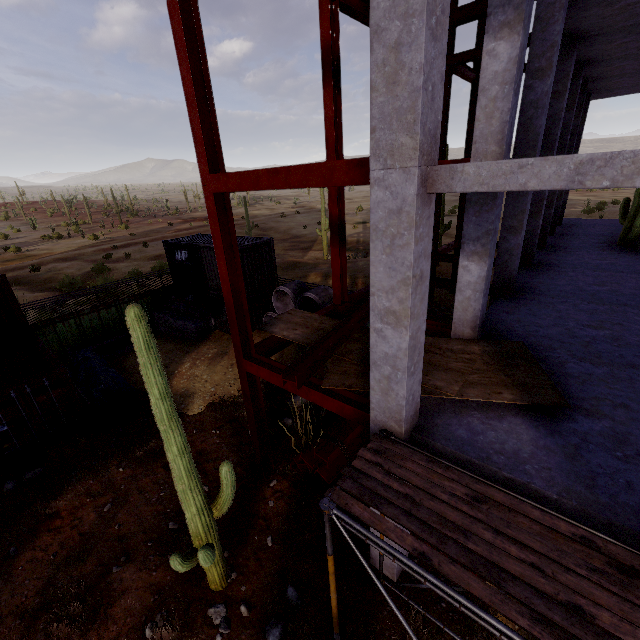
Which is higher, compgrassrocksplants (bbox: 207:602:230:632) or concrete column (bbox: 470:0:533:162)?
concrete column (bbox: 470:0:533:162)

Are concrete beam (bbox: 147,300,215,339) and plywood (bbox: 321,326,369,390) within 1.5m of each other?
no

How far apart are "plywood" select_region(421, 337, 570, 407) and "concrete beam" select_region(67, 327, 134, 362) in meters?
15.8

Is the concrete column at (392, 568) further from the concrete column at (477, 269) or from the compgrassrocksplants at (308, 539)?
the concrete column at (477, 269)

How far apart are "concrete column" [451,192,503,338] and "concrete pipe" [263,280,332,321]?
8.41m

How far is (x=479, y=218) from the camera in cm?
690

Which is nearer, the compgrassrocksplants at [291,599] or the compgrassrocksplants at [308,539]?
the compgrassrocksplants at [291,599]

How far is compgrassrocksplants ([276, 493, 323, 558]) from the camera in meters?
7.4
